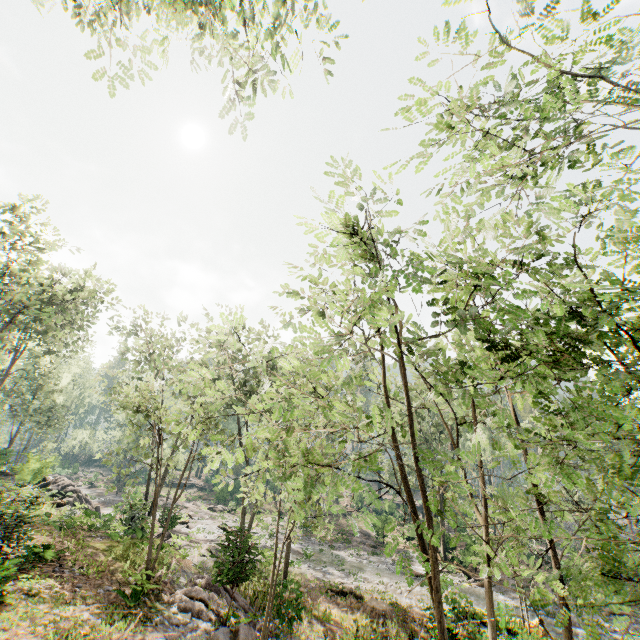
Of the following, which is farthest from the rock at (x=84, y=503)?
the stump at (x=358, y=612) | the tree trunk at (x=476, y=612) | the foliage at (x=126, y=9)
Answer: the tree trunk at (x=476, y=612)

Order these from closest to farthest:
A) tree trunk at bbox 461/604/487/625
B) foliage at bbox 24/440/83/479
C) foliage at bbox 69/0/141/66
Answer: foliage at bbox 69/0/141/66
tree trunk at bbox 461/604/487/625
foliage at bbox 24/440/83/479

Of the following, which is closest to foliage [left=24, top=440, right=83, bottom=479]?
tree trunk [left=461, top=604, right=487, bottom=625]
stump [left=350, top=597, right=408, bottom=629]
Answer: tree trunk [left=461, top=604, right=487, bottom=625]

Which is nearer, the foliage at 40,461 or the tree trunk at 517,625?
the tree trunk at 517,625

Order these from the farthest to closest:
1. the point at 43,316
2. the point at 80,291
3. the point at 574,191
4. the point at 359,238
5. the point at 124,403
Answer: the point at 124,403 → the point at 43,316 → the point at 80,291 → the point at 359,238 → the point at 574,191

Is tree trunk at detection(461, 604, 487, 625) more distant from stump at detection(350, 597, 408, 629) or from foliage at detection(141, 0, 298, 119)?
stump at detection(350, 597, 408, 629)

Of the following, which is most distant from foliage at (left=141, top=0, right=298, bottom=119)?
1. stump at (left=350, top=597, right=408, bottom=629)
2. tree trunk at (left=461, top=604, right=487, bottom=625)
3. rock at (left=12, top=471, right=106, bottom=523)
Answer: stump at (left=350, top=597, right=408, bottom=629)

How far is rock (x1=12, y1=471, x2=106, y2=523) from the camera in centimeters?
2206cm
